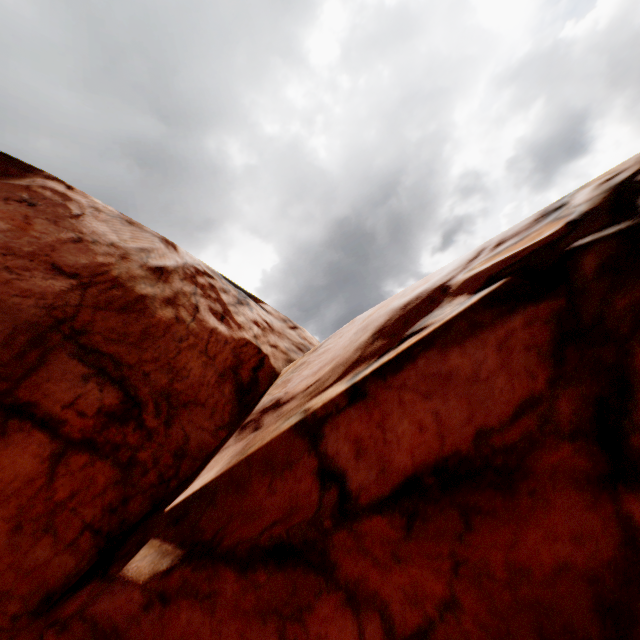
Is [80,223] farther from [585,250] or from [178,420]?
[585,250]
